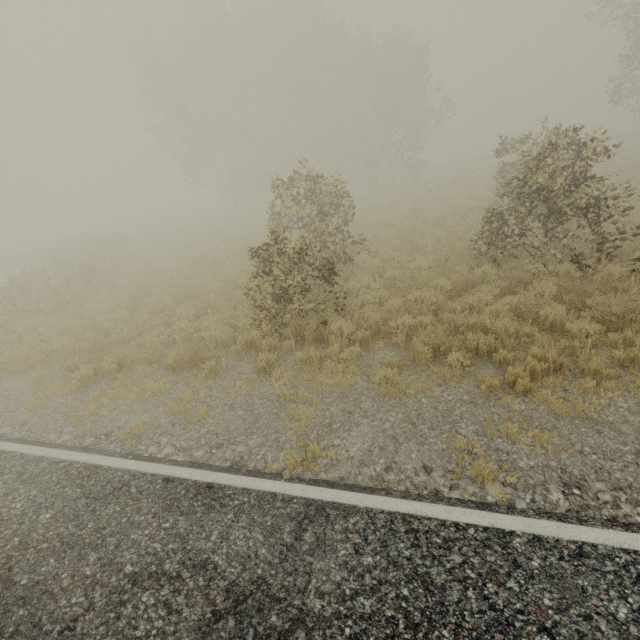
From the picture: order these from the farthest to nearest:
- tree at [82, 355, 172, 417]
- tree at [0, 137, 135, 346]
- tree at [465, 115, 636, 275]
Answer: tree at [0, 137, 135, 346] < tree at [465, 115, 636, 275] < tree at [82, 355, 172, 417]

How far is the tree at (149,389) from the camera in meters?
6.5

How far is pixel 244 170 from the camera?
36.1m

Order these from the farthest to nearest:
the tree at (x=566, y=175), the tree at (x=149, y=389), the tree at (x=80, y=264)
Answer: the tree at (x=80, y=264) < the tree at (x=566, y=175) < the tree at (x=149, y=389)

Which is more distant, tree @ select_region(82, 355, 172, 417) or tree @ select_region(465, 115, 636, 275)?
tree @ select_region(465, 115, 636, 275)

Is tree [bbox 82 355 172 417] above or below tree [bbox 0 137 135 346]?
below

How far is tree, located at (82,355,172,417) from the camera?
6.52m
